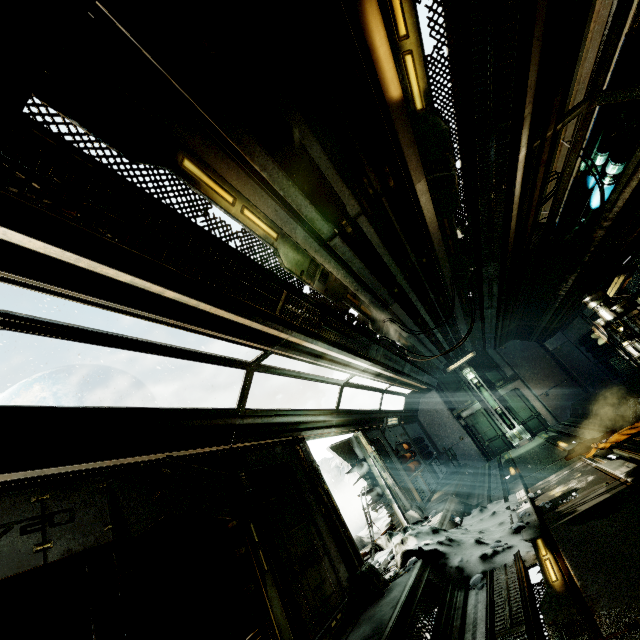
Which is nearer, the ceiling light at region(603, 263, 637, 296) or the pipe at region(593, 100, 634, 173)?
the pipe at region(593, 100, 634, 173)

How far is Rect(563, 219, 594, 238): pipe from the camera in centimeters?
667cm

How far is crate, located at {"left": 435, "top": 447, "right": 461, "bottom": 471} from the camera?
14.65m

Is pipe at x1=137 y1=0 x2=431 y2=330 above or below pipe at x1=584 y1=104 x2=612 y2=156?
above

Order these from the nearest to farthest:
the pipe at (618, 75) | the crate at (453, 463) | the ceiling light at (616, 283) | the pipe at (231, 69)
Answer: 1. the pipe at (231, 69)
2. the pipe at (618, 75)
3. the ceiling light at (616, 283)
4. the crate at (453, 463)

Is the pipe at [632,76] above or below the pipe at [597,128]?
below

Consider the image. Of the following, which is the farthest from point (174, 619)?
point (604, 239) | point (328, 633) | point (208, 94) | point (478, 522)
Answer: point (604, 239)

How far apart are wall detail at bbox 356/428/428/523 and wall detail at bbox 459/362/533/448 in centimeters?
801cm
